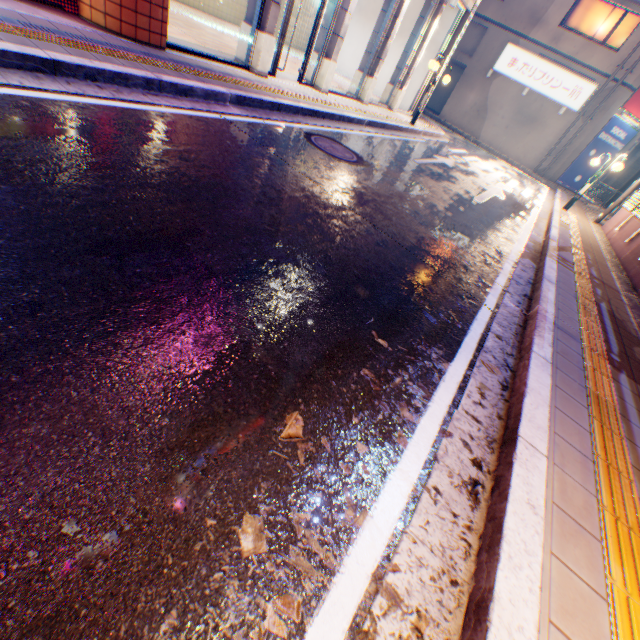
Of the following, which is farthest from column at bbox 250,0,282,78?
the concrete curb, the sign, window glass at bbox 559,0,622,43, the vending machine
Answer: window glass at bbox 559,0,622,43

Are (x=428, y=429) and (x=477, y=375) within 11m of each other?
yes

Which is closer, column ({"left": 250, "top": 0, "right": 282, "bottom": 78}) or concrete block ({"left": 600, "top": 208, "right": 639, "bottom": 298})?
column ({"left": 250, "top": 0, "right": 282, "bottom": 78})

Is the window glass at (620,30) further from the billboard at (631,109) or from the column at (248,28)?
the column at (248,28)

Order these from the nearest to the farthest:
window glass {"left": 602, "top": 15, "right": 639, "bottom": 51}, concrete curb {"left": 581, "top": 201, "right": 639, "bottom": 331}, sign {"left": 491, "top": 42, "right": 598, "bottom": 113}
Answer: concrete curb {"left": 581, "top": 201, "right": 639, "bottom": 331} < window glass {"left": 602, "top": 15, "right": 639, "bottom": 51} < sign {"left": 491, "top": 42, "right": 598, "bottom": 113}

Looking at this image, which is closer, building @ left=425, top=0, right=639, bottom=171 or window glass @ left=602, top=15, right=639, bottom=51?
window glass @ left=602, top=15, right=639, bottom=51

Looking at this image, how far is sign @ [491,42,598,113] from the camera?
19.7 meters

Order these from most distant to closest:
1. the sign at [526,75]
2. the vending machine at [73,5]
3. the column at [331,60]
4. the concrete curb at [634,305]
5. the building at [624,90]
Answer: the sign at [526,75] → the building at [624,90] → the column at [331,60] → the concrete curb at [634,305] → the vending machine at [73,5]
